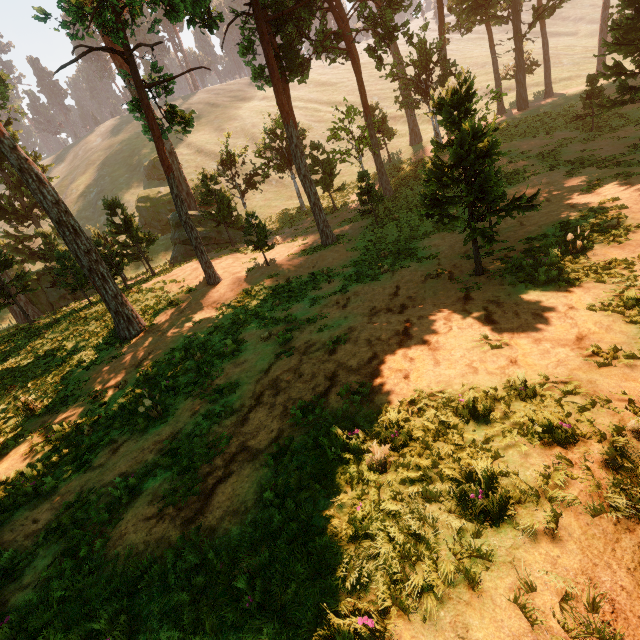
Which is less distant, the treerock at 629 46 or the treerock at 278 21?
the treerock at 278 21

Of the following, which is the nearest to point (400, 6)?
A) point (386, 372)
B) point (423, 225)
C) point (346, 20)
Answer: point (346, 20)

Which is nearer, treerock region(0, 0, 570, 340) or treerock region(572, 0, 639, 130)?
treerock region(0, 0, 570, 340)
